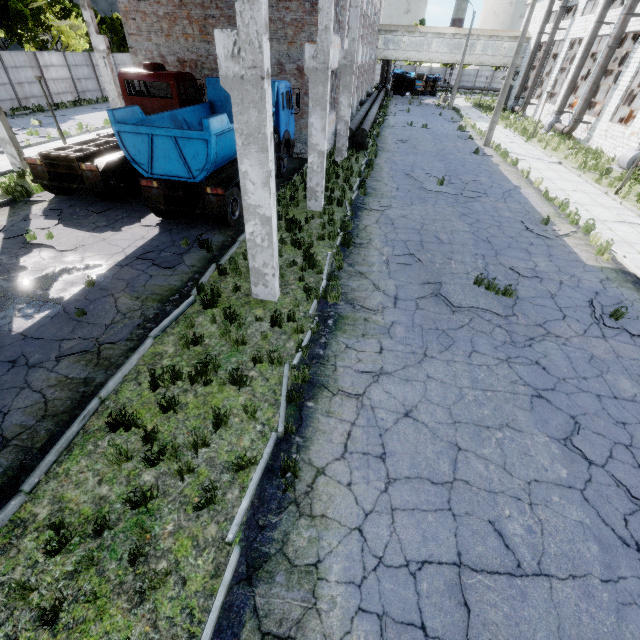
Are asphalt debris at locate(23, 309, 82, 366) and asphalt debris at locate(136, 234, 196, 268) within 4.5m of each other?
yes

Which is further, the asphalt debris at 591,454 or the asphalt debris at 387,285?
the asphalt debris at 387,285

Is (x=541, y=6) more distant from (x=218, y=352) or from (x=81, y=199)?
(x=218, y=352)

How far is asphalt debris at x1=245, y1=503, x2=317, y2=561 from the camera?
3.9m

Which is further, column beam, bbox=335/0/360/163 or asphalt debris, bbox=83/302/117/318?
column beam, bbox=335/0/360/163

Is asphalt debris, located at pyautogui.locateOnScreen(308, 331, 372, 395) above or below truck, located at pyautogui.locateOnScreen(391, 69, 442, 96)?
below

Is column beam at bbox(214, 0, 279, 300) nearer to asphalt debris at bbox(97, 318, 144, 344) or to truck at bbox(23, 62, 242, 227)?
asphalt debris at bbox(97, 318, 144, 344)

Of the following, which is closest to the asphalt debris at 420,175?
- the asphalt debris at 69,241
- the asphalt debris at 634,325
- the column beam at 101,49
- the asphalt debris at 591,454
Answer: the column beam at 101,49
